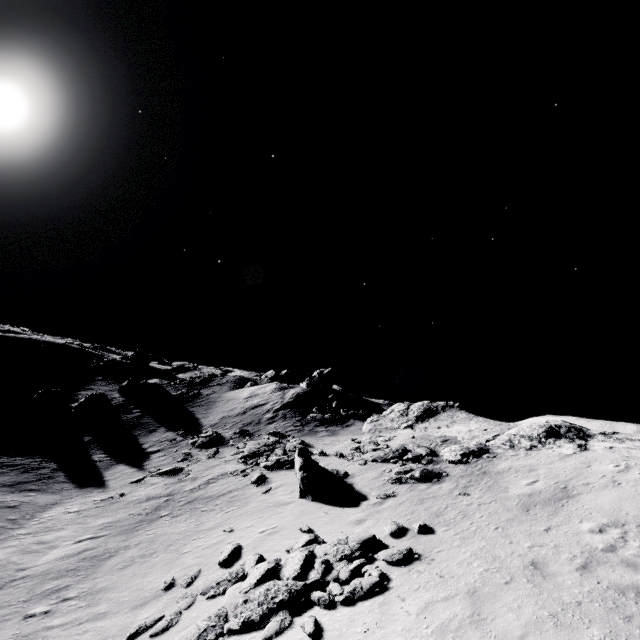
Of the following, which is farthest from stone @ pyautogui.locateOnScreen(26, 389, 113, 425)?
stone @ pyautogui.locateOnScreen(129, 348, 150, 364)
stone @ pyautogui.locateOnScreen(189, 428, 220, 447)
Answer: stone @ pyautogui.locateOnScreen(129, 348, 150, 364)

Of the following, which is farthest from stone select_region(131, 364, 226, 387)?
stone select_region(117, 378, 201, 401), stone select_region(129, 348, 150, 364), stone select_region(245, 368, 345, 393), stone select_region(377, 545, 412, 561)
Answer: stone select_region(377, 545, 412, 561)

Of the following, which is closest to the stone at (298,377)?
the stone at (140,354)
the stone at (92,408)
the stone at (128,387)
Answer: the stone at (128,387)

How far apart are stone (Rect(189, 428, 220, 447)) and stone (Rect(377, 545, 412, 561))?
21.7 meters

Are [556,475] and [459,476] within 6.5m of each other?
yes

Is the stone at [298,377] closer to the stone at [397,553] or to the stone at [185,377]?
the stone at [185,377]

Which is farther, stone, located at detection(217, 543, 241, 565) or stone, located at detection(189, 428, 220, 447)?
stone, located at detection(189, 428, 220, 447)

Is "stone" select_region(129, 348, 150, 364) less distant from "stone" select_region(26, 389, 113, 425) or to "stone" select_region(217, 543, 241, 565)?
"stone" select_region(26, 389, 113, 425)
